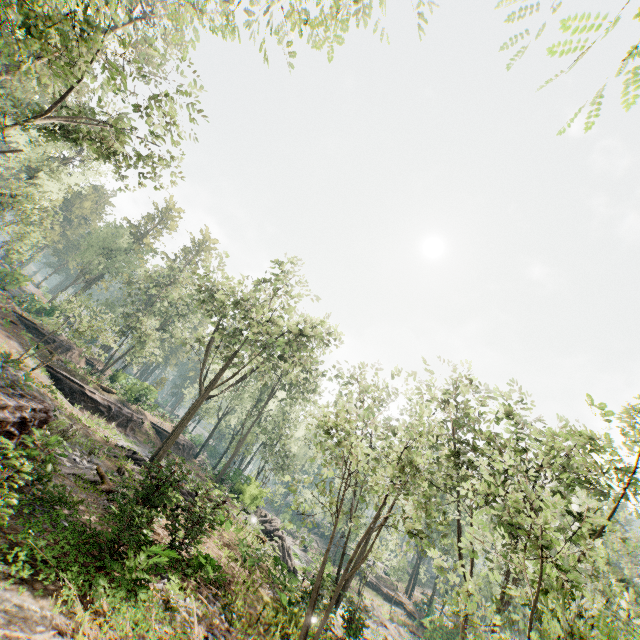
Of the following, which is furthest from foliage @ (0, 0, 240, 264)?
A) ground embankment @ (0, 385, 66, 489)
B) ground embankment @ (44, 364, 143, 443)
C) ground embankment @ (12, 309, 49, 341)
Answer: ground embankment @ (44, 364, 143, 443)

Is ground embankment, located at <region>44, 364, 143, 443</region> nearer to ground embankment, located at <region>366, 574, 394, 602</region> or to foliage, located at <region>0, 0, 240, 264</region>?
foliage, located at <region>0, 0, 240, 264</region>

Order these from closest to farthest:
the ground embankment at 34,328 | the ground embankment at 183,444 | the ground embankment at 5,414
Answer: the ground embankment at 5,414 < the ground embankment at 34,328 < the ground embankment at 183,444

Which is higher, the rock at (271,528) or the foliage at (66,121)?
the foliage at (66,121)

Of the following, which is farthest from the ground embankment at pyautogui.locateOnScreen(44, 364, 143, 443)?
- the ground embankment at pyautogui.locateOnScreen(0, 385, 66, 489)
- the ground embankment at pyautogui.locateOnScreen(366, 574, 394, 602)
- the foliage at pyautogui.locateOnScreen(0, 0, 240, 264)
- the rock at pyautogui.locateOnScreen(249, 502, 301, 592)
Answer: the ground embankment at pyautogui.locateOnScreen(366, 574, 394, 602)

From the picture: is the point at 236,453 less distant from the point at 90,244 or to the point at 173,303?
the point at 173,303

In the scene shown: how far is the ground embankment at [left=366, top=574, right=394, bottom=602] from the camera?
50.12m

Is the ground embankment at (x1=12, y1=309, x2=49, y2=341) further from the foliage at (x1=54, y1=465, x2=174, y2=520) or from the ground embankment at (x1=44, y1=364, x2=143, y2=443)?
the ground embankment at (x1=44, y1=364, x2=143, y2=443)
